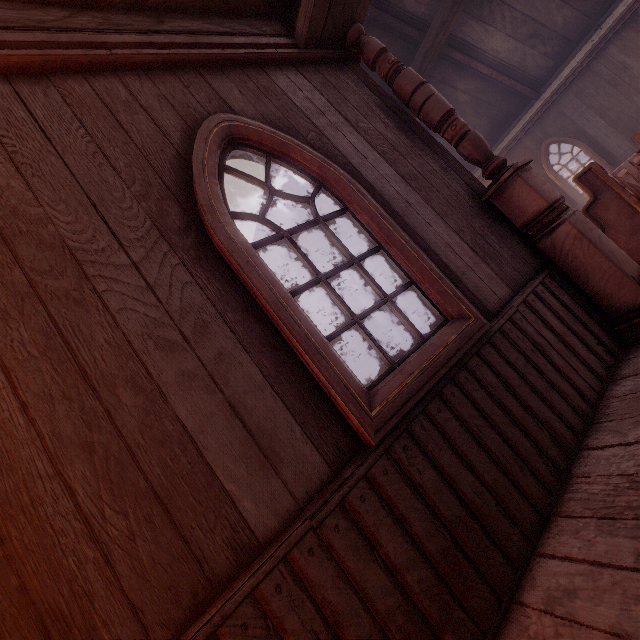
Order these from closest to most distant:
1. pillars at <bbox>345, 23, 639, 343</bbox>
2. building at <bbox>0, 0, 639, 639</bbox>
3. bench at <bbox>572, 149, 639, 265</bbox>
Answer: building at <bbox>0, 0, 639, 639</bbox>, pillars at <bbox>345, 23, 639, 343</bbox>, bench at <bbox>572, 149, 639, 265</bbox>

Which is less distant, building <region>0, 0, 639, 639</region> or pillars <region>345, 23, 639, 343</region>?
building <region>0, 0, 639, 639</region>

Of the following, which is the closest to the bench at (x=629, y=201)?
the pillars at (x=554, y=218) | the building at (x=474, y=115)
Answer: the building at (x=474, y=115)

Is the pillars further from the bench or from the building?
the bench

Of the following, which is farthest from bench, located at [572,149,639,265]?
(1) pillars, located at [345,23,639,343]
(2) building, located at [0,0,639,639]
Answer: (1) pillars, located at [345,23,639,343]

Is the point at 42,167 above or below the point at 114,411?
above
